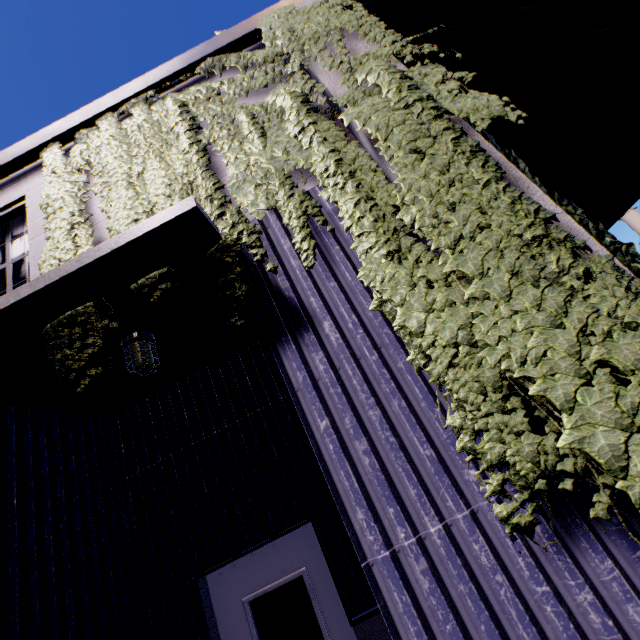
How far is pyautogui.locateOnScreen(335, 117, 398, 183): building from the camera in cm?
262

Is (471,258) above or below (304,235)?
below

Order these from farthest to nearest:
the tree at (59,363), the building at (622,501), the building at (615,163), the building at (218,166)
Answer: the building at (615,163), the building at (218,166), the tree at (59,363), the building at (622,501)

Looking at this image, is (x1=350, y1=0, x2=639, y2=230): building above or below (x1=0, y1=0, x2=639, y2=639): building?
above

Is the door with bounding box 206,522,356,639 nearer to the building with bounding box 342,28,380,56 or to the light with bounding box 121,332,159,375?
the building with bounding box 342,28,380,56

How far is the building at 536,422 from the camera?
1.9 meters
